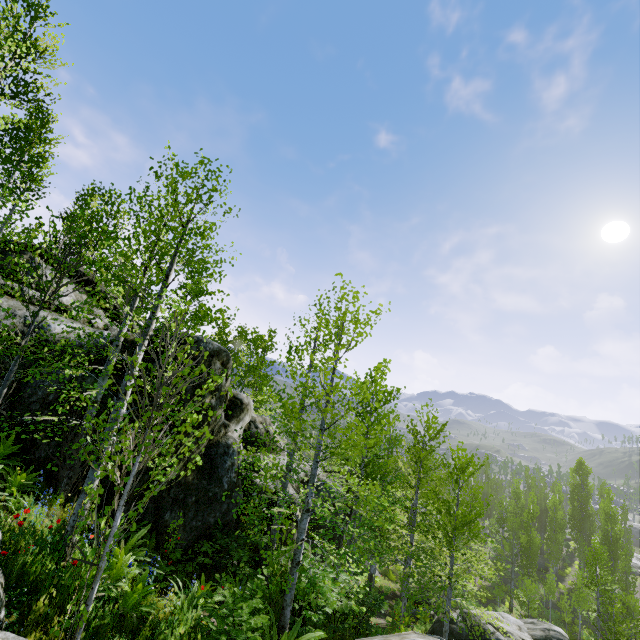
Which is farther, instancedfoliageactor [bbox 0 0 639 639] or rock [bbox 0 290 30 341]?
rock [bbox 0 290 30 341]

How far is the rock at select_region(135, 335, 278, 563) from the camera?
9.67m

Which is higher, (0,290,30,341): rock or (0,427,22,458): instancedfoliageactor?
(0,290,30,341): rock

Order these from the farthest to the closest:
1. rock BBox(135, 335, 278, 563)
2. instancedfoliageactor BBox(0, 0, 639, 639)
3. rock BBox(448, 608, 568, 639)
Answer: rock BBox(448, 608, 568, 639) → rock BBox(135, 335, 278, 563) → instancedfoliageactor BBox(0, 0, 639, 639)

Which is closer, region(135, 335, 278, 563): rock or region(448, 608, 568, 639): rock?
region(135, 335, 278, 563): rock

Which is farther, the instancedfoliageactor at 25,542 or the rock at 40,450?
the rock at 40,450

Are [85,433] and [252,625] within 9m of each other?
yes
